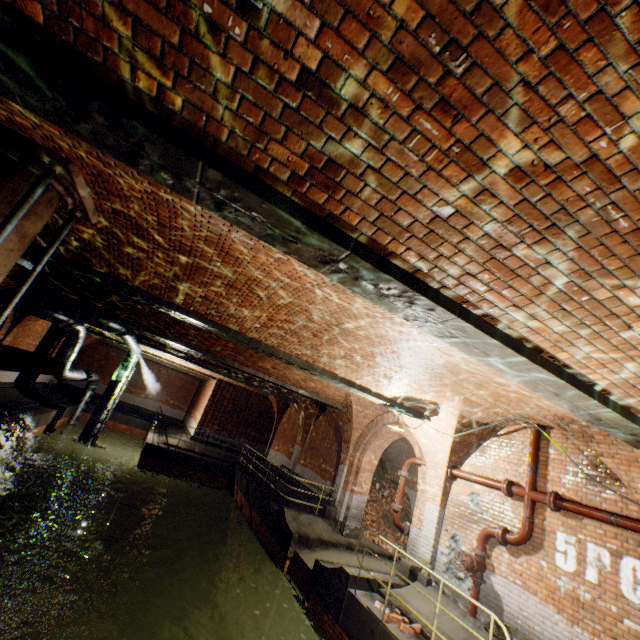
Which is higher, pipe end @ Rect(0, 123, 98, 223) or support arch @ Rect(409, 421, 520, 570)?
pipe end @ Rect(0, 123, 98, 223)

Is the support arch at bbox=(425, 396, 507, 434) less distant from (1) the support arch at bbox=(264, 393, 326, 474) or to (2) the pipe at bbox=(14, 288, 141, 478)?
(1) the support arch at bbox=(264, 393, 326, 474)

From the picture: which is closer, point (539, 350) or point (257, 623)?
point (539, 350)

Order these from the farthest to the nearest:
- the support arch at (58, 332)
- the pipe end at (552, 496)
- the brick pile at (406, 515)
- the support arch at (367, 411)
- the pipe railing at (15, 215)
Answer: the support arch at (58, 332), the brick pile at (406, 515), the support arch at (367, 411), the pipe end at (552, 496), the pipe railing at (15, 215)

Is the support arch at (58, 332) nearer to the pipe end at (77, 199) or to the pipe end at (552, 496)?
the pipe end at (77, 199)

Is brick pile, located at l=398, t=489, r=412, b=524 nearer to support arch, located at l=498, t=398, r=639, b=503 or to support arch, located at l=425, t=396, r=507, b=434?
support arch, located at l=425, t=396, r=507, b=434

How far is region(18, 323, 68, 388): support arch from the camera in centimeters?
1689cm

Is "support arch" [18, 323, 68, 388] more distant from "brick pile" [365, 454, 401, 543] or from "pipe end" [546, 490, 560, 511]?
"pipe end" [546, 490, 560, 511]
